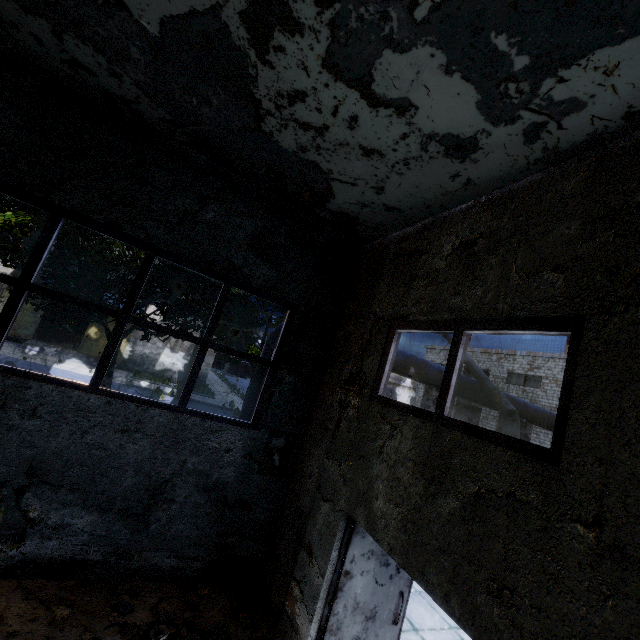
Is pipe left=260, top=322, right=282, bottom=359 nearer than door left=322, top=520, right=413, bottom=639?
No

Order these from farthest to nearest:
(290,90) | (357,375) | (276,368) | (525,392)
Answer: (525,392) → (276,368) → (357,375) → (290,90)

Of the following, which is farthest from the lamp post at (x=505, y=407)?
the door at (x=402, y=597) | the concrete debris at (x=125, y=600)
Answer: the concrete debris at (x=125, y=600)

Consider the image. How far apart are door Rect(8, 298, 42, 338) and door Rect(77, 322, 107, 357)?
2.69m

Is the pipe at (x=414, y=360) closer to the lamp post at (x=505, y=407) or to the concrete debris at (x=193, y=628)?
the lamp post at (x=505, y=407)

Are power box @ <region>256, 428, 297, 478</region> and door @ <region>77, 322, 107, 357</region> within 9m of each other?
no

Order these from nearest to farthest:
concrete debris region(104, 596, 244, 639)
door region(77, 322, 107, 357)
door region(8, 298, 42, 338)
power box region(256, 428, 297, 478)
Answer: concrete debris region(104, 596, 244, 639), power box region(256, 428, 297, 478), door region(8, 298, 42, 338), door region(77, 322, 107, 357)

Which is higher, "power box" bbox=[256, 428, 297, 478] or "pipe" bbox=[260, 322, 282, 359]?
"pipe" bbox=[260, 322, 282, 359]
